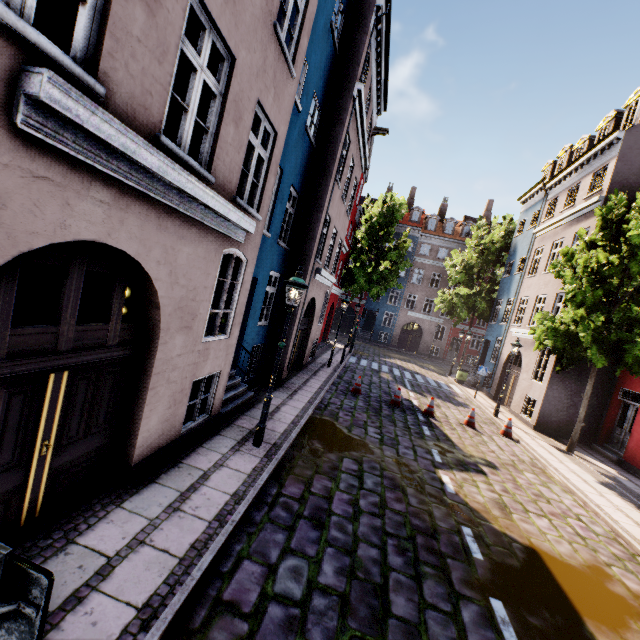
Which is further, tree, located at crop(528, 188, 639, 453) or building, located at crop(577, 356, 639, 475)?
building, located at crop(577, 356, 639, 475)

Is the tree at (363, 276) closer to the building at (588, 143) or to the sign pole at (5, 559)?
the building at (588, 143)

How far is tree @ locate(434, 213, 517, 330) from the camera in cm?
2425

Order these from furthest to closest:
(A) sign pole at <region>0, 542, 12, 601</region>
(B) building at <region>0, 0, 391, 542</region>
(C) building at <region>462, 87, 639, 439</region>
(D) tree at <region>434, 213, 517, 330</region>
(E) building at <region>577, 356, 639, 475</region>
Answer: (D) tree at <region>434, 213, 517, 330</region> < (C) building at <region>462, 87, 639, 439</region> < (E) building at <region>577, 356, 639, 475</region> < (B) building at <region>0, 0, 391, 542</region> < (A) sign pole at <region>0, 542, 12, 601</region>

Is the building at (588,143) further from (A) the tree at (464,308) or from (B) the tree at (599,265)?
(B) the tree at (599,265)

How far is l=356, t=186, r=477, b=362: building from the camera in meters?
36.4 m

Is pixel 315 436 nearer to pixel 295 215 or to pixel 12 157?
pixel 295 215

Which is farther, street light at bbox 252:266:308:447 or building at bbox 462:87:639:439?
building at bbox 462:87:639:439
